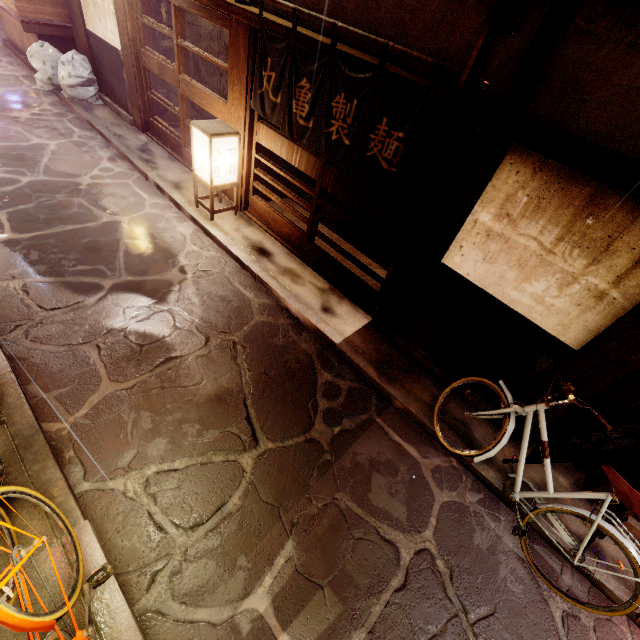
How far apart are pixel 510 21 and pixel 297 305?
6.9m

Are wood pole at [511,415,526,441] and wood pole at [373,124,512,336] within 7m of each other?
yes

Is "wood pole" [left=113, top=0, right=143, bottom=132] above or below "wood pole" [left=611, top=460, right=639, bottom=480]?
above

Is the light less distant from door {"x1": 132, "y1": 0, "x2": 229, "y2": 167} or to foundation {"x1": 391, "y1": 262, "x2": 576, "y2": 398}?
door {"x1": 132, "y1": 0, "x2": 229, "y2": 167}

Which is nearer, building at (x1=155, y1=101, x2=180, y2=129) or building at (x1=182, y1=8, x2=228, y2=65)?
building at (x1=182, y1=8, x2=228, y2=65)

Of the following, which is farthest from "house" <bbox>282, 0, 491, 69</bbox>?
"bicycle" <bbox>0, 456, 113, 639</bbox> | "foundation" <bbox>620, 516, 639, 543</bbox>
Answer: "bicycle" <bbox>0, 456, 113, 639</bbox>

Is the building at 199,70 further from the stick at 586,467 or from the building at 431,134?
the stick at 586,467

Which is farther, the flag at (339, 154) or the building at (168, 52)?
the building at (168, 52)
